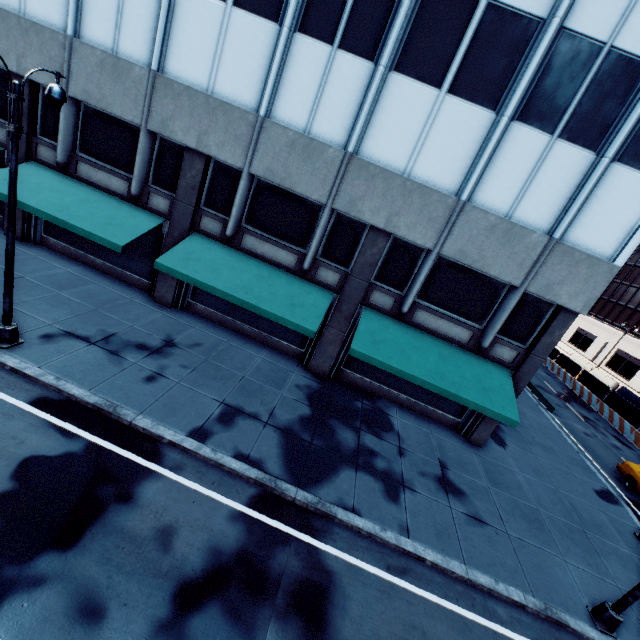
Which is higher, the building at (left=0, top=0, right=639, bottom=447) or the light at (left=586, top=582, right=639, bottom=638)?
the building at (left=0, top=0, right=639, bottom=447)

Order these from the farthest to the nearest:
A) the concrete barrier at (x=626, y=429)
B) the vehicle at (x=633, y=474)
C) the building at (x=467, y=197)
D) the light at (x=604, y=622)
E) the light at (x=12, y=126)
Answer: the concrete barrier at (x=626, y=429)
the vehicle at (x=633, y=474)
the building at (x=467, y=197)
the light at (x=604, y=622)
the light at (x=12, y=126)

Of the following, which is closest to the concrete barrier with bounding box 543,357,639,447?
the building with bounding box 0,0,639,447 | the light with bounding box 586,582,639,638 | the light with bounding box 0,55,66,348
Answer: the building with bounding box 0,0,639,447

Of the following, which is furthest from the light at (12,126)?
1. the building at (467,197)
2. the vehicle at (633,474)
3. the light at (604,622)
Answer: the vehicle at (633,474)

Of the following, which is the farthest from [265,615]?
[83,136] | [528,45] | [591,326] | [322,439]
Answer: [591,326]

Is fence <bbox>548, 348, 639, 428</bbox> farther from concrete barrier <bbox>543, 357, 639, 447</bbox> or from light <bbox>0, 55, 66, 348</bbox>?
light <bbox>0, 55, 66, 348</bbox>

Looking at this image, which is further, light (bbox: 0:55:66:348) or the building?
the building

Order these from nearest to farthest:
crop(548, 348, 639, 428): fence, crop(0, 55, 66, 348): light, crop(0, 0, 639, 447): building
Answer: crop(0, 55, 66, 348): light, crop(0, 0, 639, 447): building, crop(548, 348, 639, 428): fence
